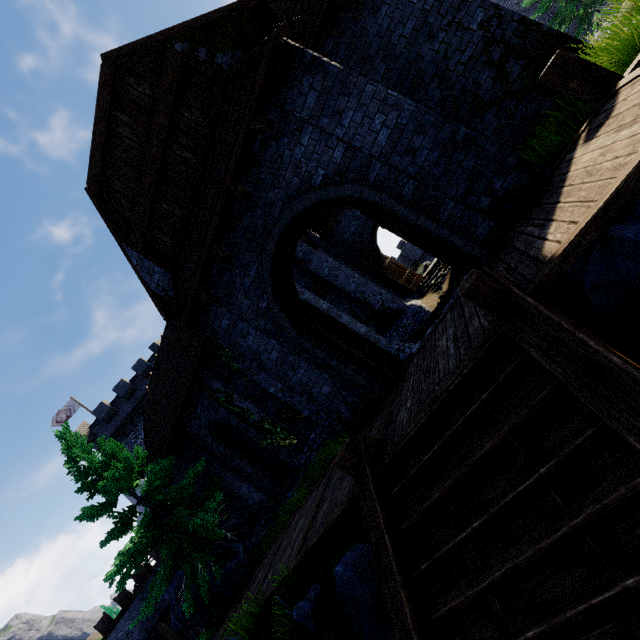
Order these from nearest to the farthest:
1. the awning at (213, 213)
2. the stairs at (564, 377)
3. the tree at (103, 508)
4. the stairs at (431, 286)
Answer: the stairs at (564, 377) → the awning at (213, 213) → the tree at (103, 508) → the stairs at (431, 286)

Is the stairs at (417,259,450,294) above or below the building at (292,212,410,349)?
below

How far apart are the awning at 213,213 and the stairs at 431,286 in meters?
11.1 m

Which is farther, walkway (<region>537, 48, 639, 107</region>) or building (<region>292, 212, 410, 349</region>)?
building (<region>292, 212, 410, 349</region>)

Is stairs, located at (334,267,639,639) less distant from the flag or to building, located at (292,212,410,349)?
building, located at (292,212,410,349)

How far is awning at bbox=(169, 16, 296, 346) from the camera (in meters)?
5.31

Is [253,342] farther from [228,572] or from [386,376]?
[228,572]

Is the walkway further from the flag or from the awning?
the flag
